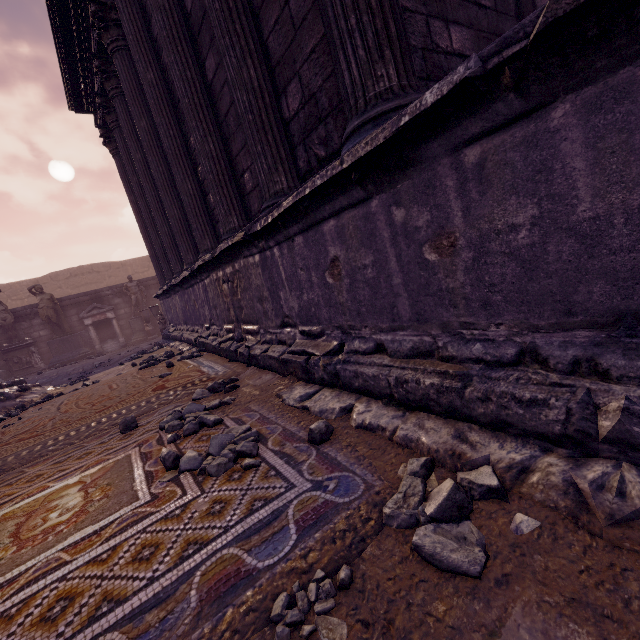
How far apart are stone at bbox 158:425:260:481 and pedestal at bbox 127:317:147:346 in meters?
13.5

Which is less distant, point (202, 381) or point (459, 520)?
point (459, 520)

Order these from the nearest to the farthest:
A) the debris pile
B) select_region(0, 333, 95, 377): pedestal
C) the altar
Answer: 1. the debris pile
2. select_region(0, 333, 95, 377): pedestal
3. the altar

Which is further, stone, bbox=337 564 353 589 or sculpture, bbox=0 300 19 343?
sculpture, bbox=0 300 19 343

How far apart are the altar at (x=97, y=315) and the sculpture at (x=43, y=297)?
0.4 meters

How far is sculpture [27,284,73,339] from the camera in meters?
12.5 m

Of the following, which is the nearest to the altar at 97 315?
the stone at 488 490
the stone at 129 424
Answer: the stone at 129 424

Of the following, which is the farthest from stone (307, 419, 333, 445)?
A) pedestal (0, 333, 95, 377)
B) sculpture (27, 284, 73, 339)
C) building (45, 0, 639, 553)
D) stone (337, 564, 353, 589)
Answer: sculpture (27, 284, 73, 339)
